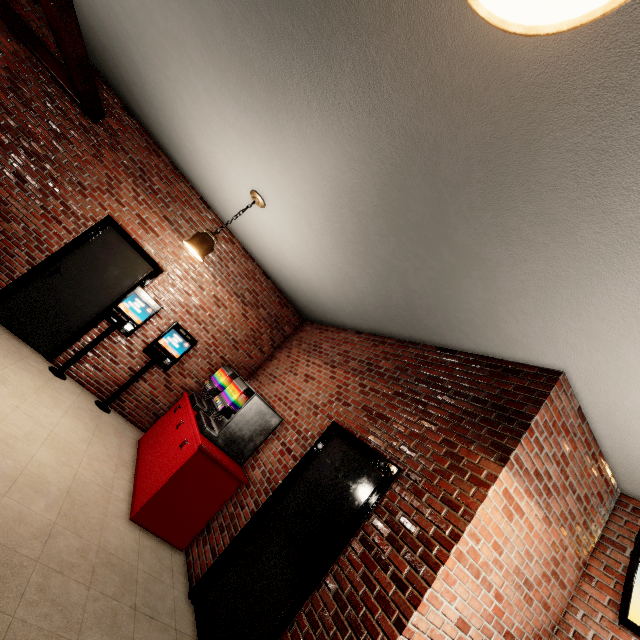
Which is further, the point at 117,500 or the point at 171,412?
the point at 171,412
